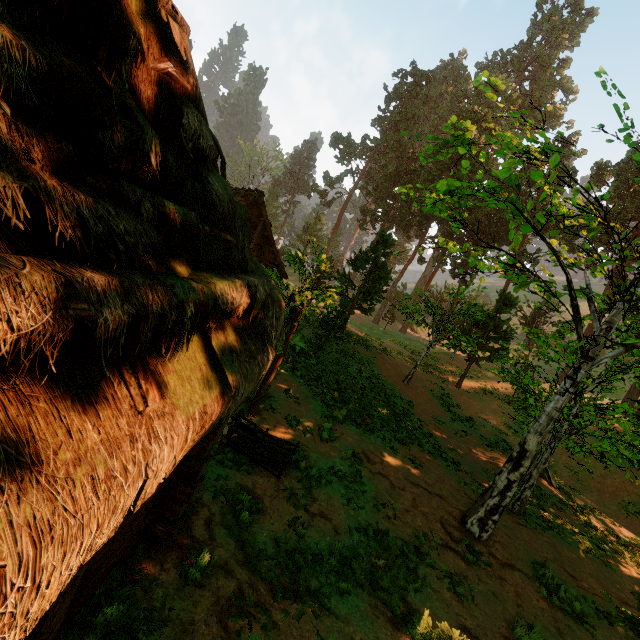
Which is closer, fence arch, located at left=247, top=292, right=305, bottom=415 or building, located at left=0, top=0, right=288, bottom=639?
building, located at left=0, top=0, right=288, bottom=639

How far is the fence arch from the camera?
9.7 meters

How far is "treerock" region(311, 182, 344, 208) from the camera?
51.0 meters

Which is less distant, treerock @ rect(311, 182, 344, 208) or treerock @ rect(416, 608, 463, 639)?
treerock @ rect(416, 608, 463, 639)

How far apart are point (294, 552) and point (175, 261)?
6.5m

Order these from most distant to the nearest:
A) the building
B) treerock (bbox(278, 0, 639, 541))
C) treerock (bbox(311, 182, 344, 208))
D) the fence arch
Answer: treerock (bbox(311, 182, 344, 208)) < the fence arch < treerock (bbox(278, 0, 639, 541)) < the building

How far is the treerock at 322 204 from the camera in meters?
51.0 m

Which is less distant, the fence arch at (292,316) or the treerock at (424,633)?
the treerock at (424,633)
